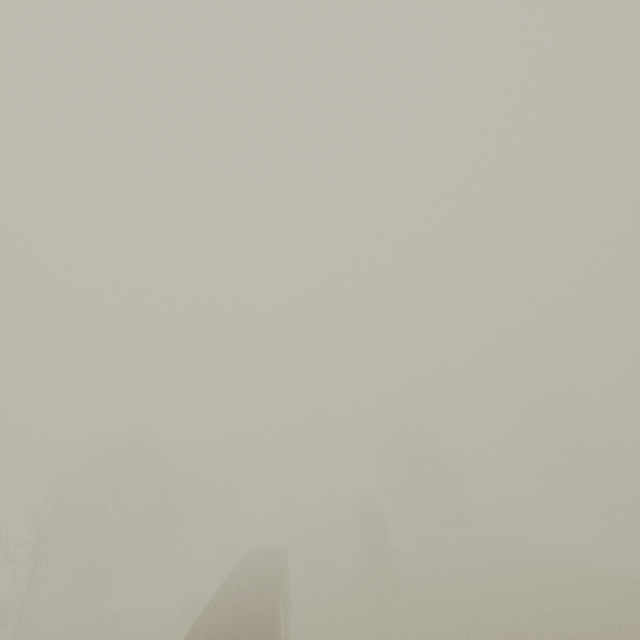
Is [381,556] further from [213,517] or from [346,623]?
[213,517]

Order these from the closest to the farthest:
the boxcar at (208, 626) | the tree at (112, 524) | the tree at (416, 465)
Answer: the boxcar at (208, 626)
the tree at (112, 524)
the tree at (416, 465)

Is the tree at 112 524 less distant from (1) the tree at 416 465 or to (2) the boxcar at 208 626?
(2) the boxcar at 208 626

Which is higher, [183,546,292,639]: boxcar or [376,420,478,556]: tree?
[376,420,478,556]: tree

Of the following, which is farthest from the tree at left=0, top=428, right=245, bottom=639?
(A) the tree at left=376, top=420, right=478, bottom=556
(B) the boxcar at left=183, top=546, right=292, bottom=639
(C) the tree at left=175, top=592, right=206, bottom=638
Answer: (A) the tree at left=376, top=420, right=478, bottom=556

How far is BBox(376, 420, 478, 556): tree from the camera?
37.9m

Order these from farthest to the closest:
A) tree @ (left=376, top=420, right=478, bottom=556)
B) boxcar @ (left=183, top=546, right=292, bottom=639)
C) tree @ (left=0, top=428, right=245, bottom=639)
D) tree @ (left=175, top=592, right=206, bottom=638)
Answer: tree @ (left=376, top=420, right=478, bottom=556), tree @ (left=175, top=592, right=206, bottom=638), tree @ (left=0, top=428, right=245, bottom=639), boxcar @ (left=183, top=546, right=292, bottom=639)
